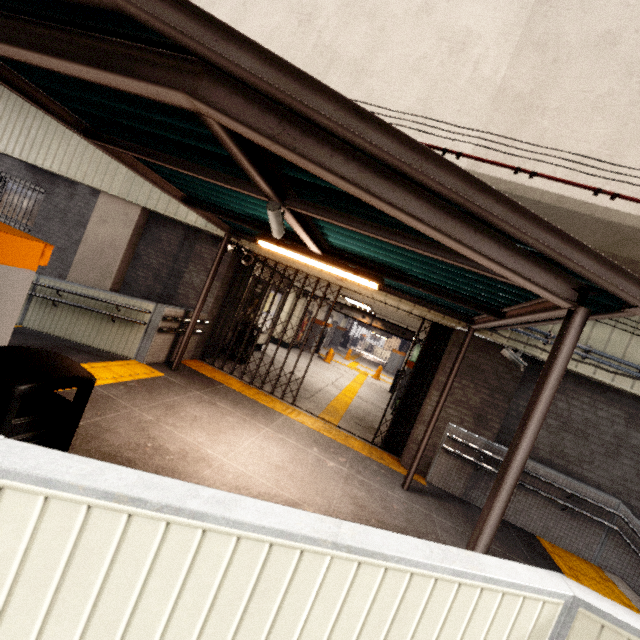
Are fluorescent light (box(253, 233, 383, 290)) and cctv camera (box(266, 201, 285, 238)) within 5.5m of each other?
yes

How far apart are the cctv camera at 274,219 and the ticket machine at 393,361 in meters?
22.0 m

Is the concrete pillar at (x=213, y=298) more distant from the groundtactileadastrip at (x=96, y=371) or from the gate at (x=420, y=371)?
the groundtactileadastrip at (x=96, y=371)

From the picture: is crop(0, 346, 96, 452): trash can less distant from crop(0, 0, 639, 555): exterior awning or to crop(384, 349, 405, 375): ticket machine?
crop(0, 0, 639, 555): exterior awning

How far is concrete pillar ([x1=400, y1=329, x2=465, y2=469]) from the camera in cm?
637

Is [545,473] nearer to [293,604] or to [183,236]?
[293,604]

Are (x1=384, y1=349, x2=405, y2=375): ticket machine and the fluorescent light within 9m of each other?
no

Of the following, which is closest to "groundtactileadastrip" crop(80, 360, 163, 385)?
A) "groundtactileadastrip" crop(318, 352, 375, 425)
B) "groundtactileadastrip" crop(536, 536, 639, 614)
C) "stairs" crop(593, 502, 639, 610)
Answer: "groundtactileadastrip" crop(318, 352, 375, 425)
